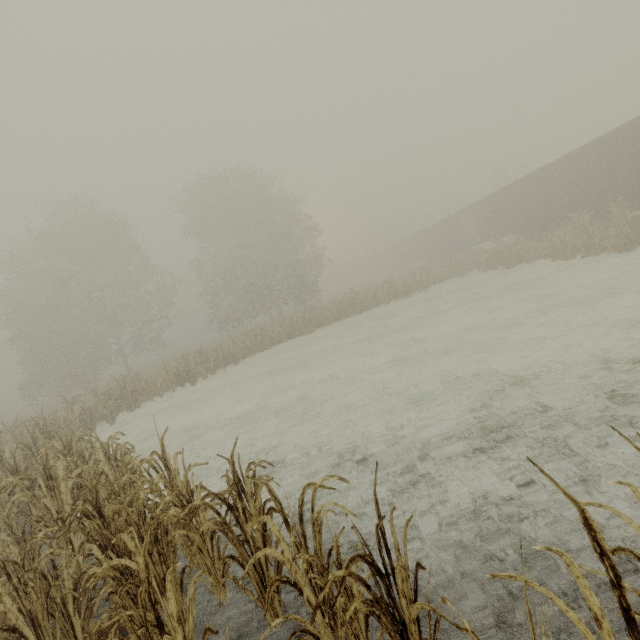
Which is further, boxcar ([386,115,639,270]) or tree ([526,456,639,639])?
boxcar ([386,115,639,270])

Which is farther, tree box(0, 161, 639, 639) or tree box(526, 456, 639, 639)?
tree box(0, 161, 639, 639)

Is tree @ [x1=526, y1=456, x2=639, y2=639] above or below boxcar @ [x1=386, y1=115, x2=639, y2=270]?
below

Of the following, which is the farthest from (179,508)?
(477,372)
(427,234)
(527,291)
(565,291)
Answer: (427,234)

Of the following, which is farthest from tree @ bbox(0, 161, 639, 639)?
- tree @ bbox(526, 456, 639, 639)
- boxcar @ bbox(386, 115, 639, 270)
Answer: boxcar @ bbox(386, 115, 639, 270)

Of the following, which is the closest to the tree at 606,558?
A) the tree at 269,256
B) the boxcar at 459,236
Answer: the tree at 269,256

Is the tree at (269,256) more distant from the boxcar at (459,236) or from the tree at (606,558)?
the boxcar at (459,236)
